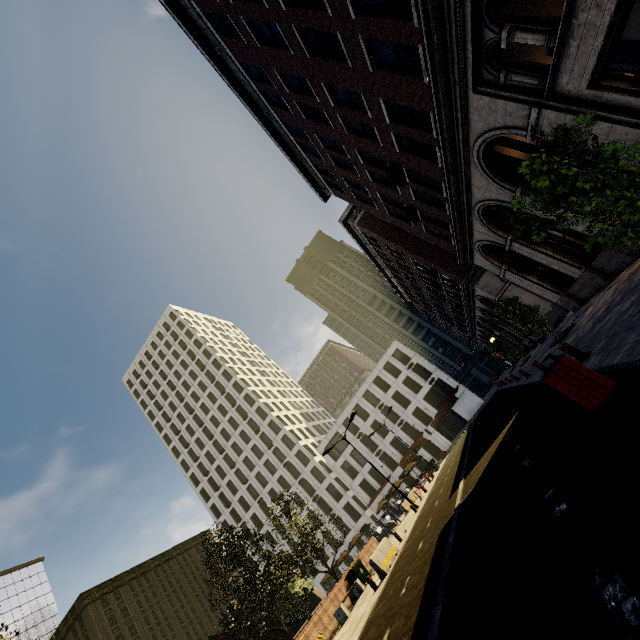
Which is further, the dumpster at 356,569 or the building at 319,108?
the dumpster at 356,569

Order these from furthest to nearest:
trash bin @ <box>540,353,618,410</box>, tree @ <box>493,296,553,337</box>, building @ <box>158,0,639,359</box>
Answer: tree @ <box>493,296,553,337</box> → building @ <box>158,0,639,359</box> → trash bin @ <box>540,353,618,410</box>

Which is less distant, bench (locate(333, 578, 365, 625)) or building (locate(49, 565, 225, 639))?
bench (locate(333, 578, 365, 625))

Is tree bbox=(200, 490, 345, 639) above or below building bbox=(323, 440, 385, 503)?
below

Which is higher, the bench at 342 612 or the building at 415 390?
the building at 415 390

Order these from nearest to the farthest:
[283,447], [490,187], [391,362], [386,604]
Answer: [386,604], [490,187], [391,362], [283,447]

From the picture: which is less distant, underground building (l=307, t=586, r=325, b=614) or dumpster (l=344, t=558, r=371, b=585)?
dumpster (l=344, t=558, r=371, b=585)

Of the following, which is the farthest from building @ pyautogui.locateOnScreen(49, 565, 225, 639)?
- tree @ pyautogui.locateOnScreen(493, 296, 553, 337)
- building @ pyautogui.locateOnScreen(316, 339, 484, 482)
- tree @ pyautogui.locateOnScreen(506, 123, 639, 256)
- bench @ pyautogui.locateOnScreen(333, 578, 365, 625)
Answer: tree @ pyautogui.locateOnScreen(493, 296, 553, 337)
